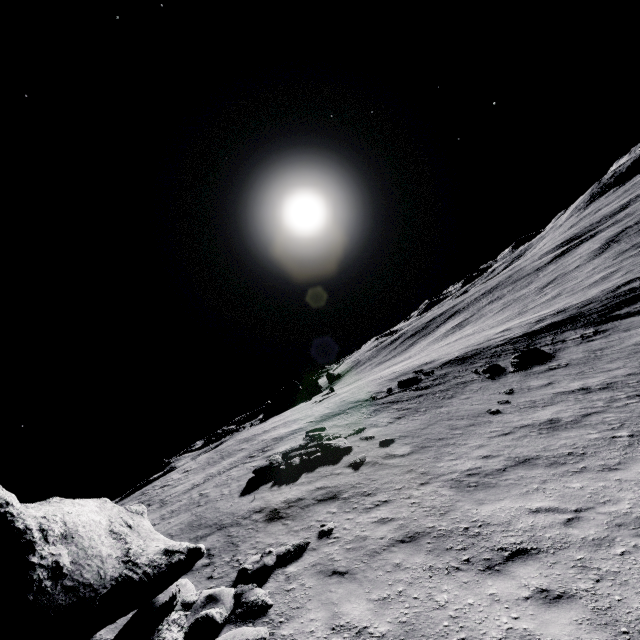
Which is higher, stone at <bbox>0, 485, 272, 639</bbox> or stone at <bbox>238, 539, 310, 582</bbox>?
stone at <bbox>0, 485, 272, 639</bbox>

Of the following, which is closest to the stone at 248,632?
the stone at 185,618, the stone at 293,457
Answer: the stone at 185,618

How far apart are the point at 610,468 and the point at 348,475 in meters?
8.0 m

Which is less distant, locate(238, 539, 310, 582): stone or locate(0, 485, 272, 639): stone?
locate(0, 485, 272, 639): stone

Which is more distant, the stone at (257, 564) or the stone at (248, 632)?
the stone at (257, 564)

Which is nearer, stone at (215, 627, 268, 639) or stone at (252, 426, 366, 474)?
stone at (215, 627, 268, 639)

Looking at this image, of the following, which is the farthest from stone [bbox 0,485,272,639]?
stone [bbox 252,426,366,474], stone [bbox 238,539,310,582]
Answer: stone [bbox 252,426,366,474]
